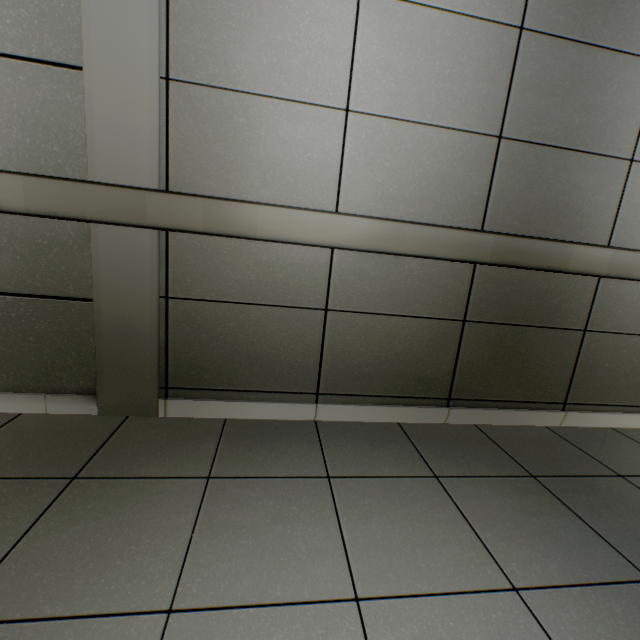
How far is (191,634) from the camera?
0.8m
